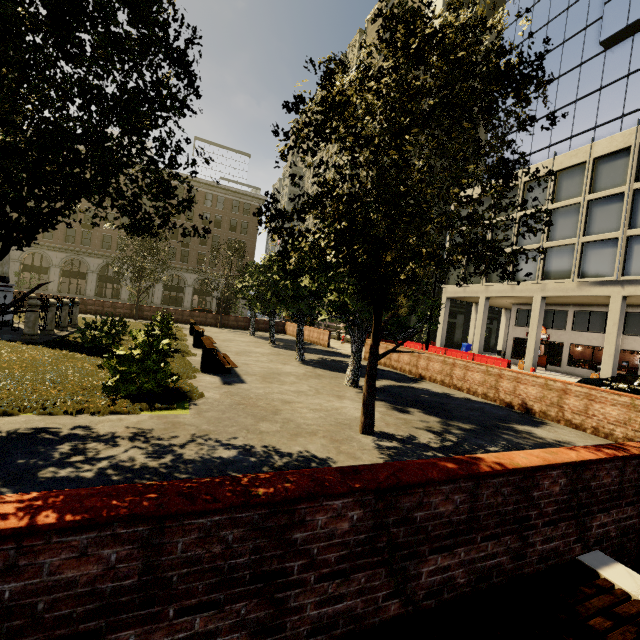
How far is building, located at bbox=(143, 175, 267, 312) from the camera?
46.6m

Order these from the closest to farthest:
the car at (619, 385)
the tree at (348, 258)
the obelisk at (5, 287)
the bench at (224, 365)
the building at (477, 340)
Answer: the tree at (348, 258)
the bench at (224, 365)
the obelisk at (5, 287)
the car at (619, 385)
the building at (477, 340)

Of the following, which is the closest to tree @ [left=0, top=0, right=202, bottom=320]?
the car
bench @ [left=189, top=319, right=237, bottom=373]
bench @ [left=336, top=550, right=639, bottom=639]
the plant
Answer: the plant

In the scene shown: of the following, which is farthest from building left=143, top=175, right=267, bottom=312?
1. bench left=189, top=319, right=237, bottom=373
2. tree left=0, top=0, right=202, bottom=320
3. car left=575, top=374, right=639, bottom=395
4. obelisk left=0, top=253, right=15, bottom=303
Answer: obelisk left=0, top=253, right=15, bottom=303

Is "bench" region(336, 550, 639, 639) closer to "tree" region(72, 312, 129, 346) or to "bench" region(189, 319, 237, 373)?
"tree" region(72, 312, 129, 346)

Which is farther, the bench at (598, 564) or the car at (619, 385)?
the car at (619, 385)

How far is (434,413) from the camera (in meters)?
8.54

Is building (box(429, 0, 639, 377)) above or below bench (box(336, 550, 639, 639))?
above
